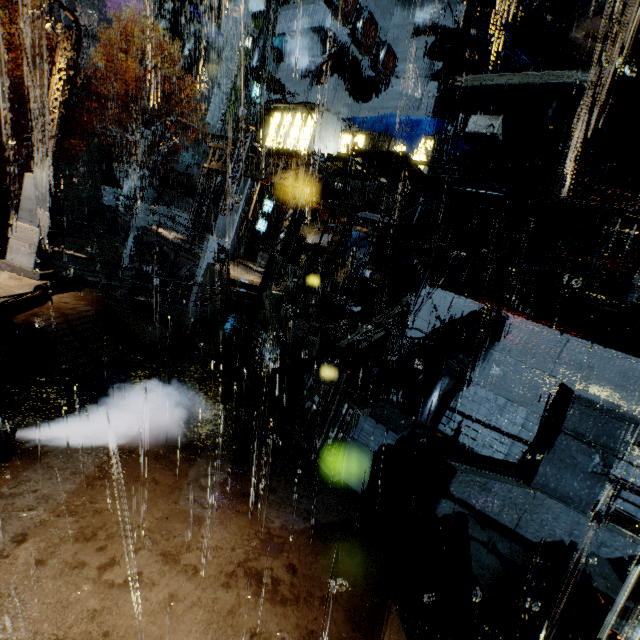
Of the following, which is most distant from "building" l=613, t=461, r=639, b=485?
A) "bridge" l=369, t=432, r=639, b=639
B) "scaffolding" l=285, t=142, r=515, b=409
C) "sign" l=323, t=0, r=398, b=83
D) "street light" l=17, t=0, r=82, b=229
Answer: "street light" l=17, t=0, r=82, b=229

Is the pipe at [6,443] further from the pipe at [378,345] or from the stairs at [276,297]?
the pipe at [378,345]

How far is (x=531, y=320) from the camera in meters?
9.0

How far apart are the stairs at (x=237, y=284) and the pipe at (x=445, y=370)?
9.7m

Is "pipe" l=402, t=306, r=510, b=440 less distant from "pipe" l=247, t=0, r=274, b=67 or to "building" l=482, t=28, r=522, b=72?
"building" l=482, t=28, r=522, b=72

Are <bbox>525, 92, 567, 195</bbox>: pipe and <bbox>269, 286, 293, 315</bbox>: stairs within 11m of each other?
no

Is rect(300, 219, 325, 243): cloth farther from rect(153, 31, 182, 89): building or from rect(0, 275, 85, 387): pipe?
rect(0, 275, 85, 387): pipe

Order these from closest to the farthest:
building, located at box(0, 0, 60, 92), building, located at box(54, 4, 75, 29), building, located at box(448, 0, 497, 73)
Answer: building, located at box(448, 0, 497, 73) → building, located at box(0, 0, 60, 92) → building, located at box(54, 4, 75, 29)
